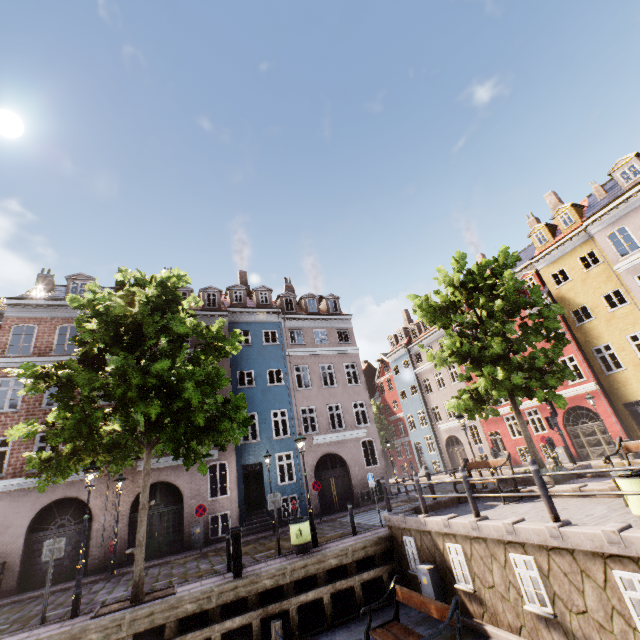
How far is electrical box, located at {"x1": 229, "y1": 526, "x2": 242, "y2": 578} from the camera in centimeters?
912cm

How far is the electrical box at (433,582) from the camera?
8.3m

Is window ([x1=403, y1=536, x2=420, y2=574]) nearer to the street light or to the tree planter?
the street light

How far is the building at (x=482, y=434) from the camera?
25.12m

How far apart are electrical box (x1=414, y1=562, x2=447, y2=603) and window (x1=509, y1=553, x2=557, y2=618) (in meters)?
2.51

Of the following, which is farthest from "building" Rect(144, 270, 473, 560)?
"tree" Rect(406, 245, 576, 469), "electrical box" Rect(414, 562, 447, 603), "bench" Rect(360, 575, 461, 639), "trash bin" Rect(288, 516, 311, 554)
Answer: "bench" Rect(360, 575, 461, 639)

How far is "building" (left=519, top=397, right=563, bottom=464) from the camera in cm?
2273

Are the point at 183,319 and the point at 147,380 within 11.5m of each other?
yes
